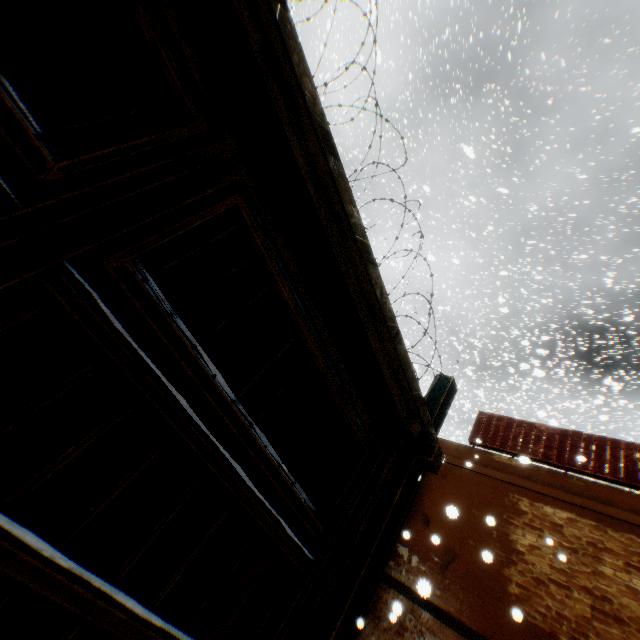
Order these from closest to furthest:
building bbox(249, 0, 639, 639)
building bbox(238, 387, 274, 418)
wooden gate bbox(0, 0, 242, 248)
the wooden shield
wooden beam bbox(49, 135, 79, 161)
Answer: wooden gate bbox(0, 0, 242, 248)
building bbox(249, 0, 639, 639)
wooden beam bbox(49, 135, 79, 161)
building bbox(238, 387, 274, 418)
the wooden shield

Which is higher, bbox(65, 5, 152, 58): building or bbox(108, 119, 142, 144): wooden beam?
bbox(65, 5, 152, 58): building

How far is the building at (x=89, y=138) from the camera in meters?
3.6 m

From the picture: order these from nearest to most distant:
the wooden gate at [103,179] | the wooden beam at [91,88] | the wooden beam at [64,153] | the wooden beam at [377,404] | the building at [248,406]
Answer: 1. the wooden gate at [103,179]
2. the wooden beam at [377,404]
3. the wooden beam at [91,88]
4. the wooden beam at [64,153]
5. the building at [248,406]

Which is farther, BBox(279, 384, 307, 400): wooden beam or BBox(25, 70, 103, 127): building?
BBox(279, 384, 307, 400): wooden beam

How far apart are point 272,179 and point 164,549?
2.3m

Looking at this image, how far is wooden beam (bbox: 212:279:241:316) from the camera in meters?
4.0
